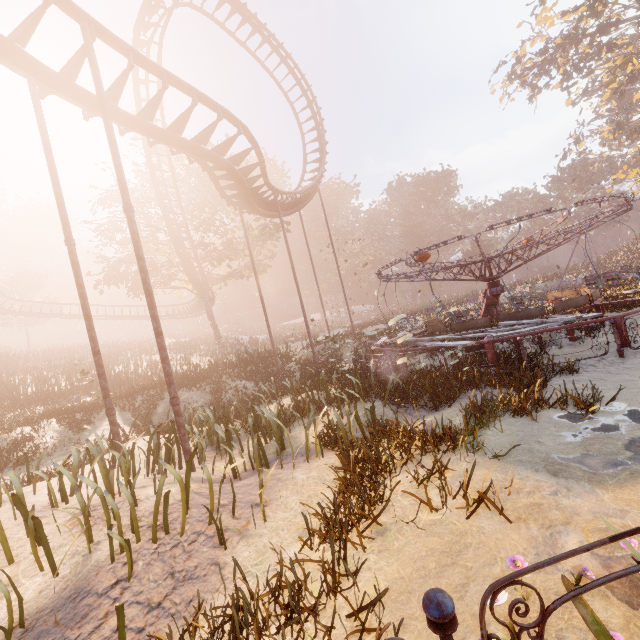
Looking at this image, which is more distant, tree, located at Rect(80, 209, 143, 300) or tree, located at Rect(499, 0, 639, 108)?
tree, located at Rect(499, 0, 639, 108)

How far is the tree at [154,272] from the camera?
23.4m

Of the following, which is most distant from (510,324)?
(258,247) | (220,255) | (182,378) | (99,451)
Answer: (258,247)

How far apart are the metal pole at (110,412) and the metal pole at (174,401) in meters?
1.9

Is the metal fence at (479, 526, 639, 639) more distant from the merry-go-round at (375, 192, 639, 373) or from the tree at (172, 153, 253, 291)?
the tree at (172, 153, 253, 291)

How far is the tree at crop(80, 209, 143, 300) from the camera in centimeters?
2366cm

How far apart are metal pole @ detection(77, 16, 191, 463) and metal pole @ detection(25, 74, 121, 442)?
1.88m

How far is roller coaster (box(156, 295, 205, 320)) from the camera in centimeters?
3713cm
